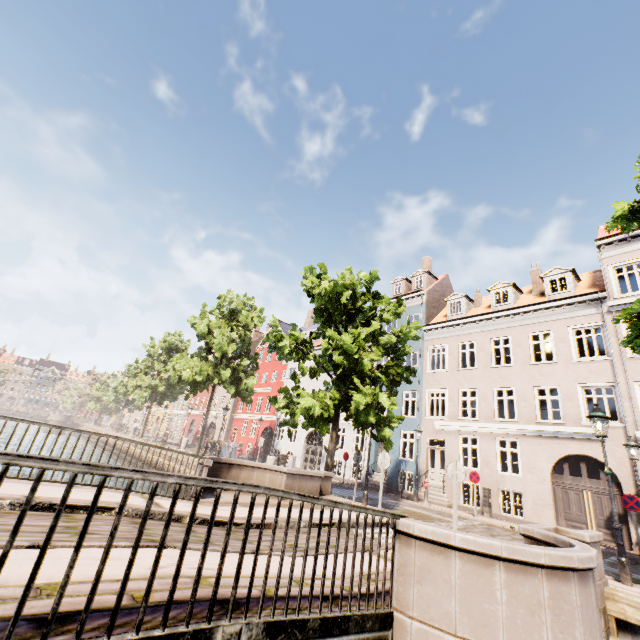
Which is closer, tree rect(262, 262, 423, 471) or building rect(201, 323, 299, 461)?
tree rect(262, 262, 423, 471)

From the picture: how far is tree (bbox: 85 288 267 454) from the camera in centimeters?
2323cm

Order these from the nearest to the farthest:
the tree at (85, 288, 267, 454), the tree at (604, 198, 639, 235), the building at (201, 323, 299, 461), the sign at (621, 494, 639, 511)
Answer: the tree at (604, 198, 639, 235), the sign at (621, 494, 639, 511), the tree at (85, 288, 267, 454), the building at (201, 323, 299, 461)

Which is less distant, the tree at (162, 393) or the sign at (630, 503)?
the sign at (630, 503)

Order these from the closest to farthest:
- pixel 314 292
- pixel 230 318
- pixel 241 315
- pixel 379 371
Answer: pixel 379 371
pixel 314 292
pixel 241 315
pixel 230 318

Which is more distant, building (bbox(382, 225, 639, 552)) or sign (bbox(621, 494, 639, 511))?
building (bbox(382, 225, 639, 552))

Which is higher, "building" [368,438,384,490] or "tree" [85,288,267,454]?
"tree" [85,288,267,454]

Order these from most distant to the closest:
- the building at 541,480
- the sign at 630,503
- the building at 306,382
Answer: the building at 306,382
the building at 541,480
the sign at 630,503
